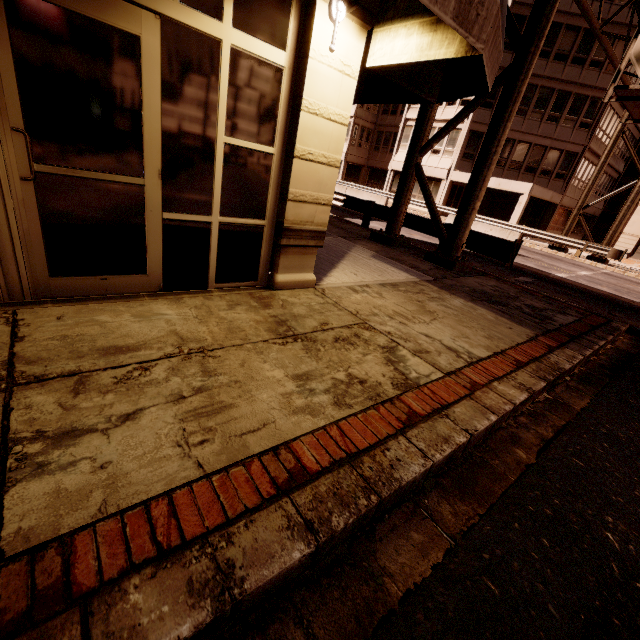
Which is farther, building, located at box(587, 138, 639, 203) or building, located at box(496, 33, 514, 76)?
building, located at box(587, 138, 639, 203)

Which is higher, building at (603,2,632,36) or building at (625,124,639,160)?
building at (603,2,632,36)

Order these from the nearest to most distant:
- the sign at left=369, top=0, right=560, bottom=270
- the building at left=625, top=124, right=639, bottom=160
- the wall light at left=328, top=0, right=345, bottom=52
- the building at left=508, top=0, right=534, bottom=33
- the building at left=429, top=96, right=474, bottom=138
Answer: the wall light at left=328, top=0, right=345, bottom=52, the sign at left=369, top=0, right=560, bottom=270, the building at left=508, top=0, right=534, bottom=33, the building at left=429, top=96, right=474, bottom=138, the building at left=625, top=124, right=639, bottom=160

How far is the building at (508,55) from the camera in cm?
2408

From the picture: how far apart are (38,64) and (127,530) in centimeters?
343cm

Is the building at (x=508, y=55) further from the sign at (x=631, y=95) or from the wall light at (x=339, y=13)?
the wall light at (x=339, y=13)

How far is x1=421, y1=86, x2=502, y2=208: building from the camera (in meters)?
26.05

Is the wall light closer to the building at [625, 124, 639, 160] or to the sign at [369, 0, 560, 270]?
the sign at [369, 0, 560, 270]
